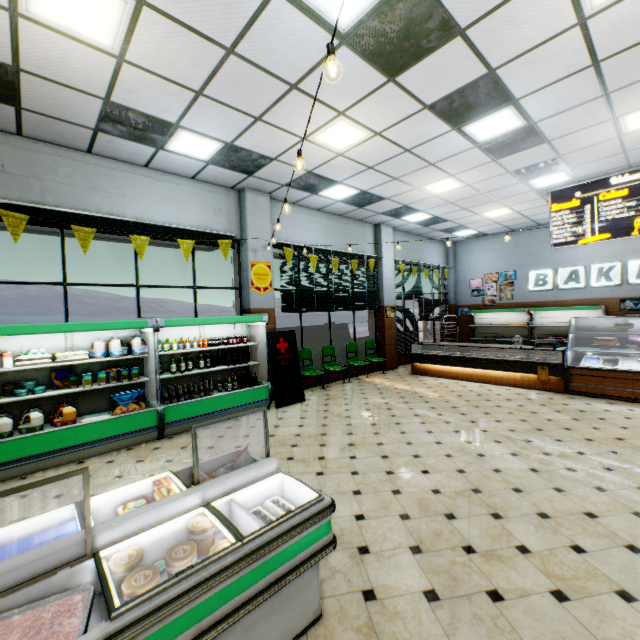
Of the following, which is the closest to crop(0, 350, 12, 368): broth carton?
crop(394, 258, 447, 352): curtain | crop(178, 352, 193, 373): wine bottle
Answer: crop(178, 352, 193, 373): wine bottle

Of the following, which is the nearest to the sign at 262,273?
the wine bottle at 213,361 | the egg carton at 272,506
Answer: the wine bottle at 213,361

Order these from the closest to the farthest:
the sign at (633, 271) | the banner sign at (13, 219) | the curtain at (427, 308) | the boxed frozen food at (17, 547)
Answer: the boxed frozen food at (17, 547) < the banner sign at (13, 219) < the sign at (633, 271) < the curtain at (427, 308)

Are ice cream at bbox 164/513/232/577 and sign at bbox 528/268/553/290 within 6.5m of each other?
no

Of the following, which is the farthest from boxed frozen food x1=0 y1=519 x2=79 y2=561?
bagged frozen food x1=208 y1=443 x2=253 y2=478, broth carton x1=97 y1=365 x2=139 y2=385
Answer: broth carton x1=97 y1=365 x2=139 y2=385

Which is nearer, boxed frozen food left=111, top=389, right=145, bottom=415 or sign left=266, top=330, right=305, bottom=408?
boxed frozen food left=111, top=389, right=145, bottom=415

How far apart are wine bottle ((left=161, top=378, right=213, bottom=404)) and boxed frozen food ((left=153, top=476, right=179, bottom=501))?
3.7 meters

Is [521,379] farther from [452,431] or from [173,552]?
[173,552]
